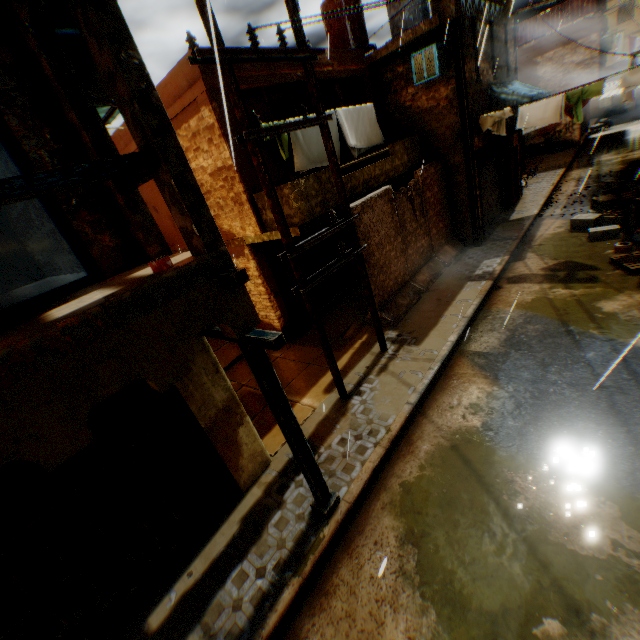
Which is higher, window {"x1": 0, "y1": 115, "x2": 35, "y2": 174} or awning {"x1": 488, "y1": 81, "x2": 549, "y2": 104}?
window {"x1": 0, "y1": 115, "x2": 35, "y2": 174}

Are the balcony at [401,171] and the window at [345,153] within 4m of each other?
yes

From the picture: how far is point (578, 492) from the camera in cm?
421

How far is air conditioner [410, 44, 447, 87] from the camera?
9.59m

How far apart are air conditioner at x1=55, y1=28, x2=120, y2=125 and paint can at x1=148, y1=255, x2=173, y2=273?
2.6m

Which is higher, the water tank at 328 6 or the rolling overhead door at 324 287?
the water tank at 328 6

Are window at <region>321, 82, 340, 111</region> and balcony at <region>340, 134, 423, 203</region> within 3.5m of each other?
yes

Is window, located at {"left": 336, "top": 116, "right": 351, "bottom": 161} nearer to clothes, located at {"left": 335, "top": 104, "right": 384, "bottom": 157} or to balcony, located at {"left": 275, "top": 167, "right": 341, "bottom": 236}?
clothes, located at {"left": 335, "top": 104, "right": 384, "bottom": 157}
